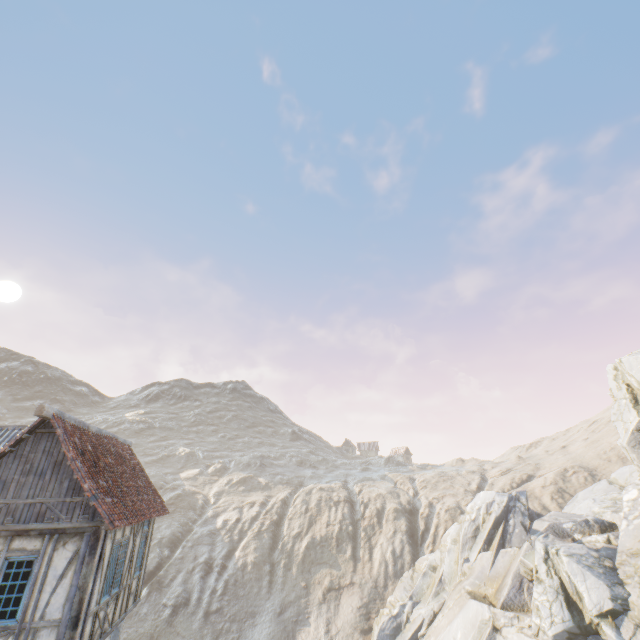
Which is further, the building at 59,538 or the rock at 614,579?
the rock at 614,579

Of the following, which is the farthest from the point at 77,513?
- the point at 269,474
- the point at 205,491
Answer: the point at 269,474

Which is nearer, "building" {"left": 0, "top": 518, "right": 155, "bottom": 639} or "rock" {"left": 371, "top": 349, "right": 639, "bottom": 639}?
"building" {"left": 0, "top": 518, "right": 155, "bottom": 639}
